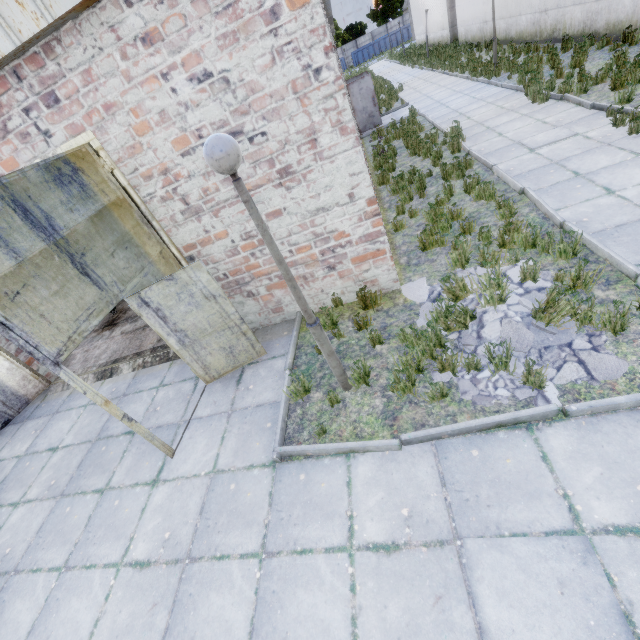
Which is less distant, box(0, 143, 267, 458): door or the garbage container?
box(0, 143, 267, 458): door

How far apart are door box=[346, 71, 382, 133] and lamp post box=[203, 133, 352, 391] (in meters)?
15.50

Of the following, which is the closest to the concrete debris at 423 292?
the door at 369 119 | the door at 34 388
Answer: the door at 34 388

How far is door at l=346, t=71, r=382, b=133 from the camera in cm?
1495

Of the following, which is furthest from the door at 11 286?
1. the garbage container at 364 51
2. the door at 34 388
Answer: the garbage container at 364 51

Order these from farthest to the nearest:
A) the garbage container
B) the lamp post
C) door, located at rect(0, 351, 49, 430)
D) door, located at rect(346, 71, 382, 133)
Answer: the garbage container
door, located at rect(346, 71, 382, 133)
door, located at rect(0, 351, 49, 430)
the lamp post

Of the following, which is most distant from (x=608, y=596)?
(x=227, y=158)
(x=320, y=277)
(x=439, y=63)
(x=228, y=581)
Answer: (x=439, y=63)

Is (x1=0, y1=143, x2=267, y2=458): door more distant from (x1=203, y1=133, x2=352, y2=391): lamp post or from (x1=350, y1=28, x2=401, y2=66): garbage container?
(x1=350, y1=28, x2=401, y2=66): garbage container
